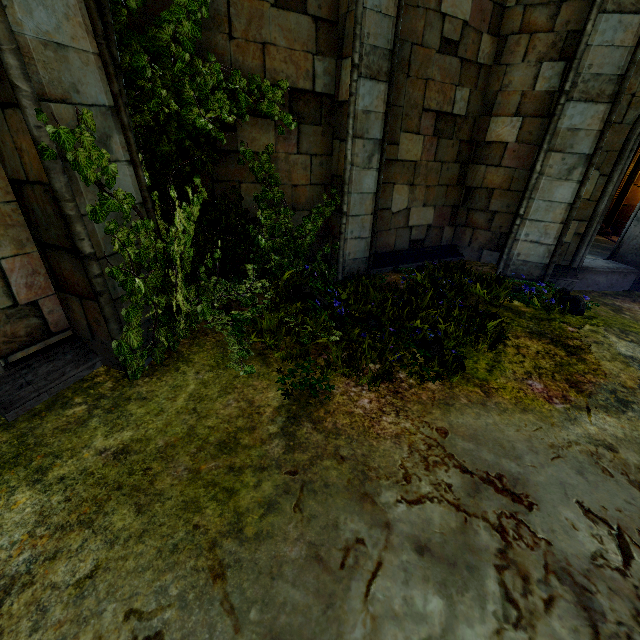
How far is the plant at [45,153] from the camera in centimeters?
234cm

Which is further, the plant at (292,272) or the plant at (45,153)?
the plant at (292,272)

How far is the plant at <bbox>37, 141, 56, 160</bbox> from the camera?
2.34m

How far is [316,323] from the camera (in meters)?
3.73

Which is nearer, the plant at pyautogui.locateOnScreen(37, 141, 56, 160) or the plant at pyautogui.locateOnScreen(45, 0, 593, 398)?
the plant at pyautogui.locateOnScreen(37, 141, 56, 160)
